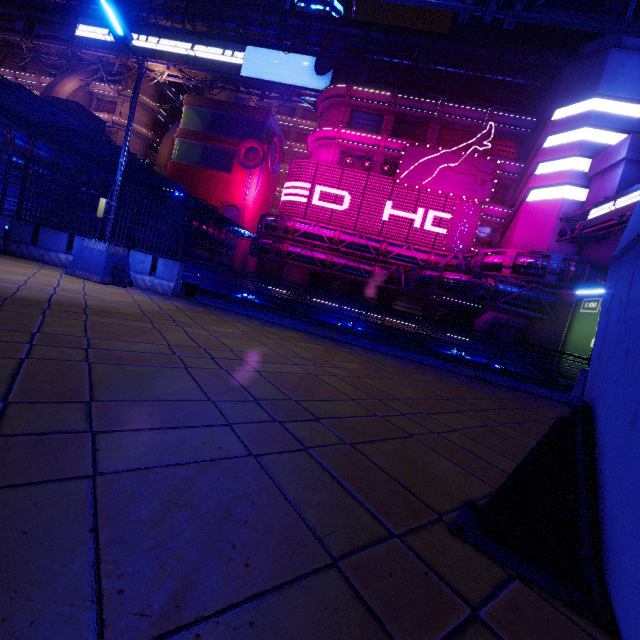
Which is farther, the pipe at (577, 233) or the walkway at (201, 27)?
the walkway at (201, 27)

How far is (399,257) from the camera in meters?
33.4

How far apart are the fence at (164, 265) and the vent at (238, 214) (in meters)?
37.77

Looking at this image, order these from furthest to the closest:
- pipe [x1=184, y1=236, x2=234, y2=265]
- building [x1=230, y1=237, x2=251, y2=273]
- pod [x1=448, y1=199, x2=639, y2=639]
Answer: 1. building [x1=230, y1=237, x2=251, y2=273]
2. pipe [x1=184, y1=236, x2=234, y2=265]
3. pod [x1=448, y1=199, x2=639, y2=639]

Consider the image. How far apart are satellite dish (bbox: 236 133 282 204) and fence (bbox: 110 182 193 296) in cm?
3924

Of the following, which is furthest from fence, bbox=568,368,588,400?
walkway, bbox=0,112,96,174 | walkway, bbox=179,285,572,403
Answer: walkway, bbox=0,112,96,174

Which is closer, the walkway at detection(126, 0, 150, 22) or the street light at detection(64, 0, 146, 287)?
the street light at detection(64, 0, 146, 287)

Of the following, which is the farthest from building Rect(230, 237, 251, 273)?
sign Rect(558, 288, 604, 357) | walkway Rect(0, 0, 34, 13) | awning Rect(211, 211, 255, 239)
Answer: sign Rect(558, 288, 604, 357)
